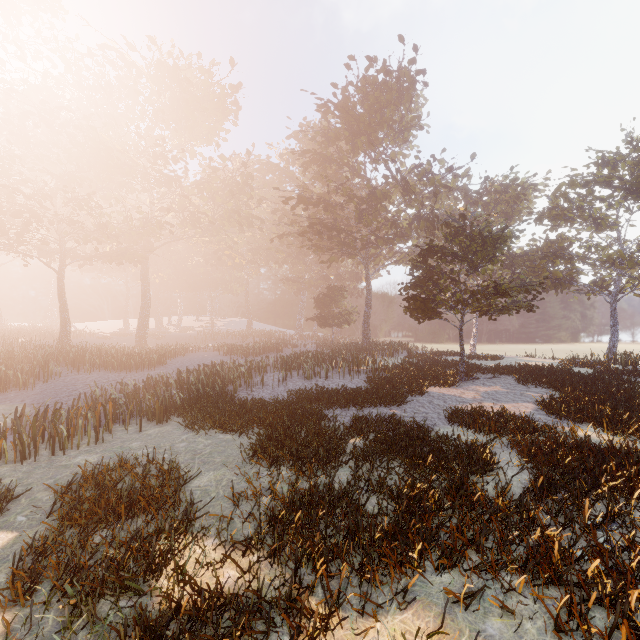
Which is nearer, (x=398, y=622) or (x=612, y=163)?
(x=398, y=622)
